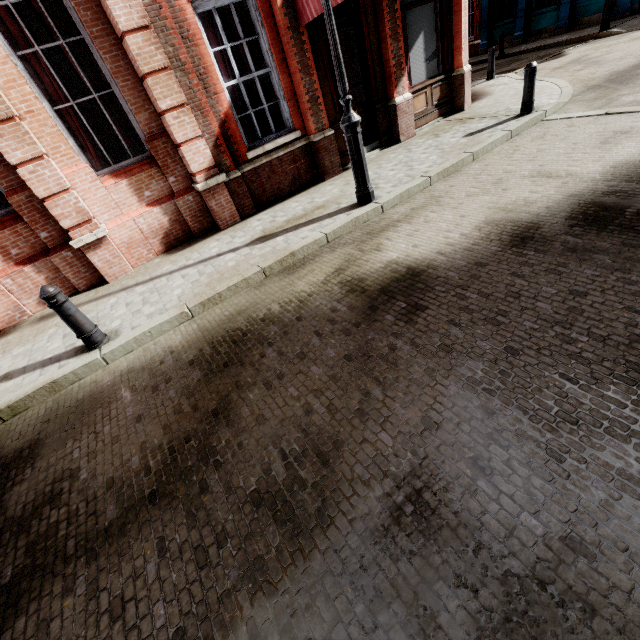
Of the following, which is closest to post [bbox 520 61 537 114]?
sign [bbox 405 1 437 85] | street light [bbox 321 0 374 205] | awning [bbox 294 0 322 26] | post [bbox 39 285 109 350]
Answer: awning [bbox 294 0 322 26]

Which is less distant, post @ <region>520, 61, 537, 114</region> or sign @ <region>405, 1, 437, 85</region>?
post @ <region>520, 61, 537, 114</region>

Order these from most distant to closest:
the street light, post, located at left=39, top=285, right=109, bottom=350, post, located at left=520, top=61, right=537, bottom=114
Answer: post, located at left=520, top=61, right=537, bottom=114
the street light
post, located at left=39, top=285, right=109, bottom=350

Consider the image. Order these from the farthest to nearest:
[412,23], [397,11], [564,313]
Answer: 1. [412,23]
2. [397,11]
3. [564,313]

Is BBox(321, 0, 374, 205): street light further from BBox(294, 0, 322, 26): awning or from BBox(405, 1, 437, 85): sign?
BBox(405, 1, 437, 85): sign

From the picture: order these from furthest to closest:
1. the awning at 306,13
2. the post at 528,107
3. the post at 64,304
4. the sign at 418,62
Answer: the sign at 418,62
the post at 528,107
the awning at 306,13
the post at 64,304

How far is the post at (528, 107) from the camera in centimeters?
696cm

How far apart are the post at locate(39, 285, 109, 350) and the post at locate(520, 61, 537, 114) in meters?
9.7
